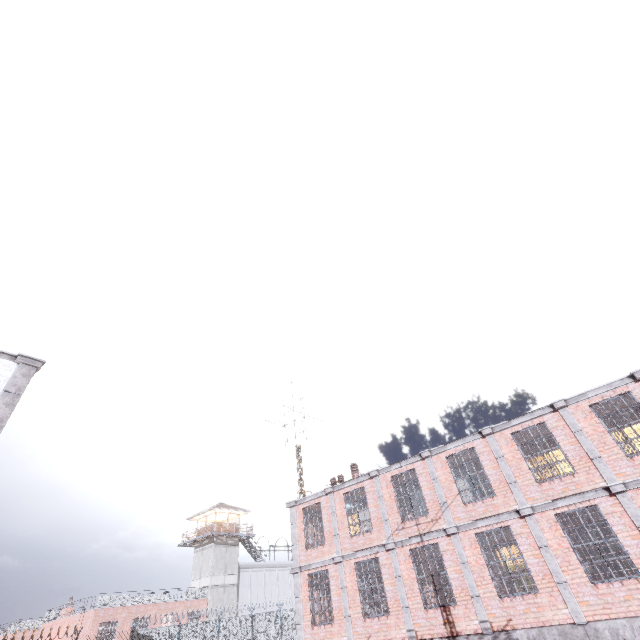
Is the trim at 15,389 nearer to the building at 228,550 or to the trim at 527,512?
the trim at 527,512

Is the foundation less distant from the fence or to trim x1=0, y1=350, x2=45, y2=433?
trim x1=0, y1=350, x2=45, y2=433

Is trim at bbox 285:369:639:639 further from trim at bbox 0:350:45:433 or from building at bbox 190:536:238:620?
building at bbox 190:536:238:620

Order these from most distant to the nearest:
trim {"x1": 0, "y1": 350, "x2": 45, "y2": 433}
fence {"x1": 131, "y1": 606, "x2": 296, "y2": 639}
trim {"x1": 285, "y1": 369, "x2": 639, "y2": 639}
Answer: fence {"x1": 131, "y1": 606, "x2": 296, "y2": 639} < trim {"x1": 285, "y1": 369, "x2": 639, "y2": 639} < trim {"x1": 0, "y1": 350, "x2": 45, "y2": 433}

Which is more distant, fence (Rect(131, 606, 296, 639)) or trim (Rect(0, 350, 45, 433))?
fence (Rect(131, 606, 296, 639))

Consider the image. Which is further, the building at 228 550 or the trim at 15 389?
the building at 228 550

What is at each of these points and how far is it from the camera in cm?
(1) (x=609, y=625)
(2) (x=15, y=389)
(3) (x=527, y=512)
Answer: (1) foundation, 967
(2) trim, 960
(3) trim, 1189

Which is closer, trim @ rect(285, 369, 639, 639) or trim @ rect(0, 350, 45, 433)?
trim @ rect(0, 350, 45, 433)
